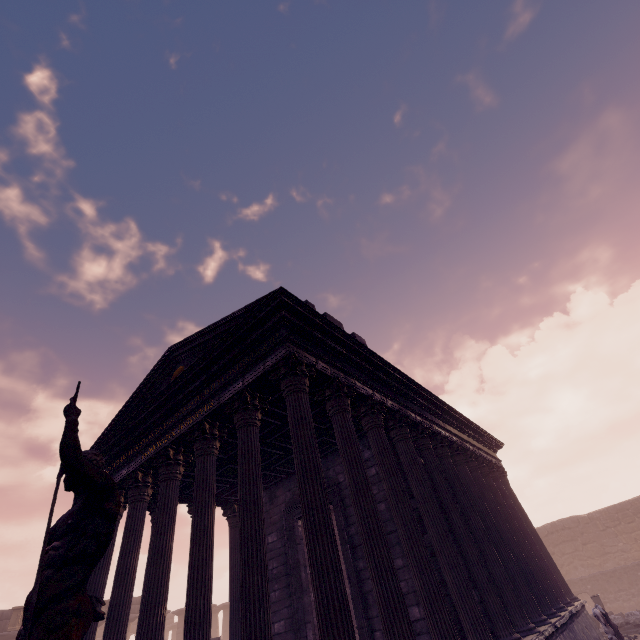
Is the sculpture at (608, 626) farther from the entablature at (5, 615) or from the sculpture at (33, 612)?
the entablature at (5, 615)

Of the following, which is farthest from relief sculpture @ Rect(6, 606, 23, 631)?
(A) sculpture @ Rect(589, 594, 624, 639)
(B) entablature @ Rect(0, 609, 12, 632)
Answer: (A) sculpture @ Rect(589, 594, 624, 639)

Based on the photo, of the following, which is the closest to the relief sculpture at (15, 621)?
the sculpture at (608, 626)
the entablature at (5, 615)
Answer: the entablature at (5, 615)

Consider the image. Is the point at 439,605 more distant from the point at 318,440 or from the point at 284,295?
the point at 284,295

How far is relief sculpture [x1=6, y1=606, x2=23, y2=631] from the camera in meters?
19.2

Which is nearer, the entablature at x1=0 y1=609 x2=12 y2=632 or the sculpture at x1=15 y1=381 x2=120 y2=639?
the sculpture at x1=15 y1=381 x2=120 y2=639

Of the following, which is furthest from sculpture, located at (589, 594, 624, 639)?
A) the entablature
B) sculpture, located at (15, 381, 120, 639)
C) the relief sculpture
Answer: the relief sculpture

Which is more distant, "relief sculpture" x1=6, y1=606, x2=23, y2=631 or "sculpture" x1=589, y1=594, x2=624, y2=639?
"relief sculpture" x1=6, y1=606, x2=23, y2=631
